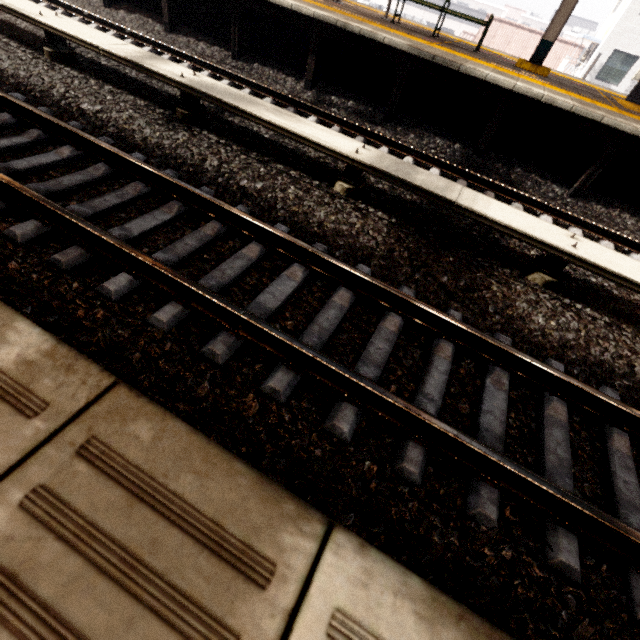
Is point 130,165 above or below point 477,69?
below

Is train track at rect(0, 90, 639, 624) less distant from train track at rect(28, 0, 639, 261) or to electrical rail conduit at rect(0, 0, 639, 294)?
electrical rail conduit at rect(0, 0, 639, 294)

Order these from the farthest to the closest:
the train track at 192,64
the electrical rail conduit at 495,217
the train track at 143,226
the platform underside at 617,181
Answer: the platform underside at 617,181 < the train track at 192,64 < the electrical rail conduit at 495,217 < the train track at 143,226

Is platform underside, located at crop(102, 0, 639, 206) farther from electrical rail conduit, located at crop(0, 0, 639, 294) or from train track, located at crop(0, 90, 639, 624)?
train track, located at crop(0, 90, 639, 624)

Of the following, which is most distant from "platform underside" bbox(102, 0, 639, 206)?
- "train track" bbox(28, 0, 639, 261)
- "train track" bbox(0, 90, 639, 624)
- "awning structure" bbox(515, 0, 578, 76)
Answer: "train track" bbox(0, 90, 639, 624)

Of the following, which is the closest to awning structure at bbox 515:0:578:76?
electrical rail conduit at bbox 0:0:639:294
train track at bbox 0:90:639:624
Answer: electrical rail conduit at bbox 0:0:639:294

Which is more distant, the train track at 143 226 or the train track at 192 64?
the train track at 192 64
